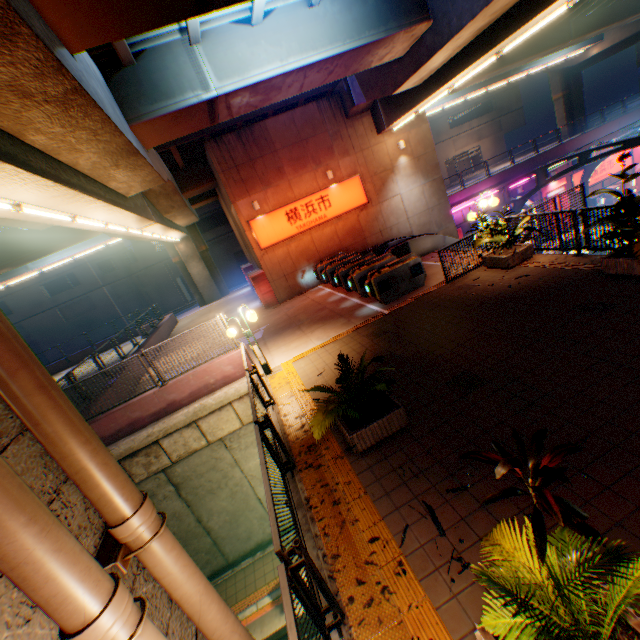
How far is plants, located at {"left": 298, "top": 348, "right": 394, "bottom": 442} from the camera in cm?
516

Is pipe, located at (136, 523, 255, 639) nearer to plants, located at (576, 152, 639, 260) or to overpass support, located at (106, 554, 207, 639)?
overpass support, located at (106, 554, 207, 639)

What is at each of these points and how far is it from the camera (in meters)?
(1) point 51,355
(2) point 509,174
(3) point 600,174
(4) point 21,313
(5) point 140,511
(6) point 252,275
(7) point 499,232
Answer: (1) building, 37.12
(2) concrete block, 25.62
(3) sign, 27.78
(4) building, 35.50
(5) pipe, 1.82
(6) vending machine, 18.11
(7) plants, 9.80

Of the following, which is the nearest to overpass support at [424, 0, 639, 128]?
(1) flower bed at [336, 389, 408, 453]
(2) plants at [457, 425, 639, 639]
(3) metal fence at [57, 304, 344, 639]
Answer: (3) metal fence at [57, 304, 344, 639]

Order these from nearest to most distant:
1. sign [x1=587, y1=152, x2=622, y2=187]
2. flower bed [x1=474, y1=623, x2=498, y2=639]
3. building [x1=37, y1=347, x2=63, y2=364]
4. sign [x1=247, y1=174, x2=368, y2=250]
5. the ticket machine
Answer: flower bed [x1=474, y1=623, x2=498, y2=639], the ticket machine, sign [x1=247, y1=174, x2=368, y2=250], sign [x1=587, y1=152, x2=622, y2=187], building [x1=37, y1=347, x2=63, y2=364]

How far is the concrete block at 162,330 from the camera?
17.80m

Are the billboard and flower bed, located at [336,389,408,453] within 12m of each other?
no

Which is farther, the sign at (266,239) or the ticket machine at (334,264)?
the sign at (266,239)
